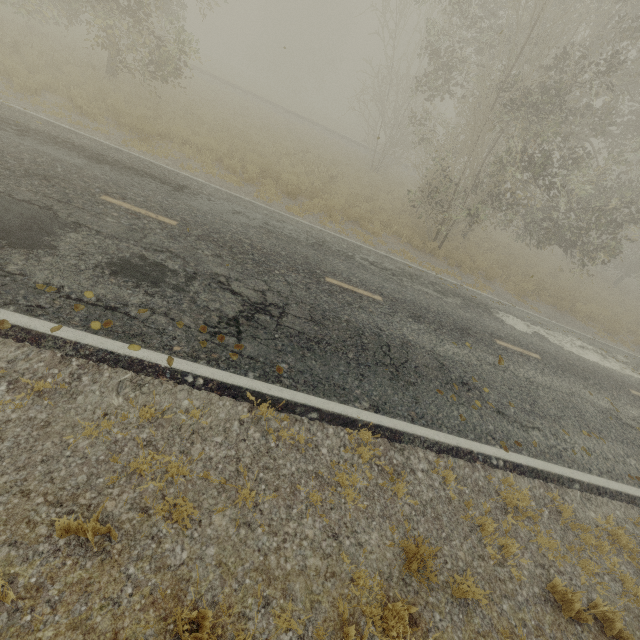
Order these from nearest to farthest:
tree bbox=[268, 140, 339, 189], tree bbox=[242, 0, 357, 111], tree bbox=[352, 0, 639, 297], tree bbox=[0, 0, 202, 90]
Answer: tree bbox=[352, 0, 639, 297] < tree bbox=[0, 0, 202, 90] < tree bbox=[268, 140, 339, 189] < tree bbox=[242, 0, 357, 111]

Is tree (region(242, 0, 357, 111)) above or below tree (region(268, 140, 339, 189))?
above

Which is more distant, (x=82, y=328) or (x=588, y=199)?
(x=588, y=199)

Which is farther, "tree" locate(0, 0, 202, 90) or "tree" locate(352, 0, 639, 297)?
"tree" locate(0, 0, 202, 90)

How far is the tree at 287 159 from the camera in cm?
1507

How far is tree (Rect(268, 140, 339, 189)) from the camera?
15.1 meters

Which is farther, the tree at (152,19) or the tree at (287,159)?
the tree at (287,159)

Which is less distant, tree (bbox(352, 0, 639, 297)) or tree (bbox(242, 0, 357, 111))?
tree (bbox(352, 0, 639, 297))
